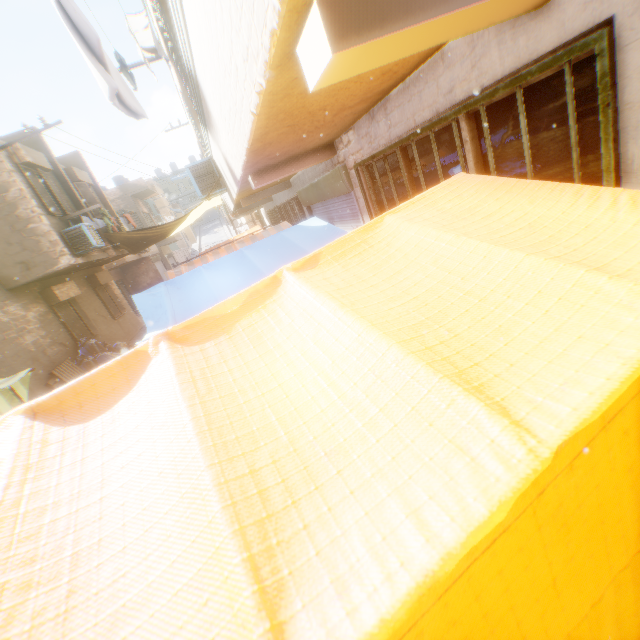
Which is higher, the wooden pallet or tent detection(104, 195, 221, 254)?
tent detection(104, 195, 221, 254)

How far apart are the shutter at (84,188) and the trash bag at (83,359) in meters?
2.7

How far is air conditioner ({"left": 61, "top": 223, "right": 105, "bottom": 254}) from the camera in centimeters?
1030cm

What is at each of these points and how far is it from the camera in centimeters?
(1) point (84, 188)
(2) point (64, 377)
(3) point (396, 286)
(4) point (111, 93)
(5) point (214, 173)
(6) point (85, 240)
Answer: (1) shutter, 1348cm
(2) wooden pallet, 941cm
(3) tent, 146cm
(4) dryer, 479cm
(5) air conditioner, 797cm
(6) air conditioner, 1047cm

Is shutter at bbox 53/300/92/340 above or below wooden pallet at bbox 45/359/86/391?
above

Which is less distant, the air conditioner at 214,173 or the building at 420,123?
the building at 420,123

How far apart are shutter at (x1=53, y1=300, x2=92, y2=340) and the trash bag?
0.01m
